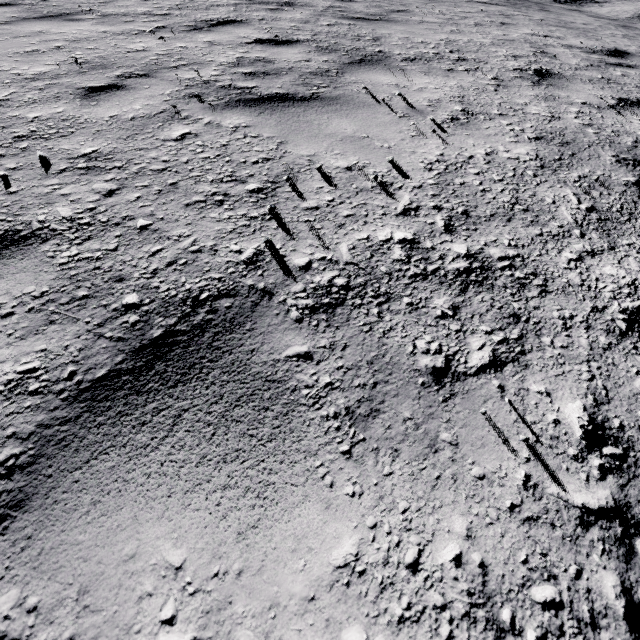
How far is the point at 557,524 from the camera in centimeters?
89cm
